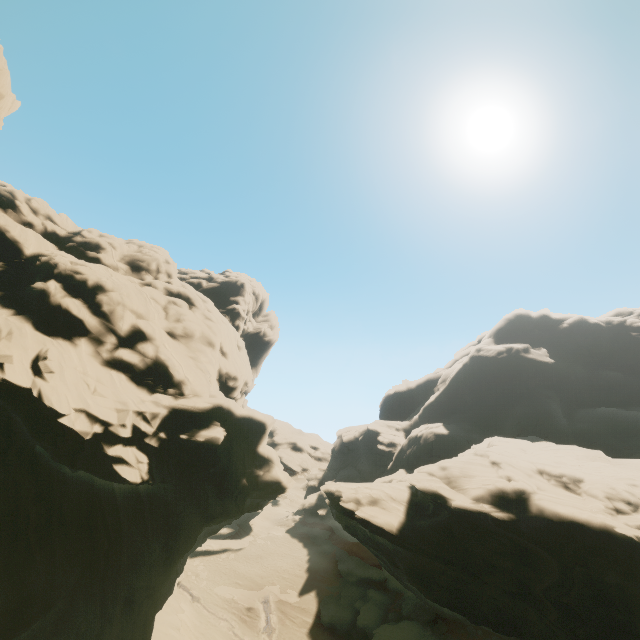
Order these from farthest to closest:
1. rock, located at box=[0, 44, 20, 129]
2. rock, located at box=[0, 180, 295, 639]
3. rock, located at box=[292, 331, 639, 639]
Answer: rock, located at box=[292, 331, 639, 639] → rock, located at box=[0, 44, 20, 129] → rock, located at box=[0, 180, 295, 639]

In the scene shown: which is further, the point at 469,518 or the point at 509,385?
the point at 509,385

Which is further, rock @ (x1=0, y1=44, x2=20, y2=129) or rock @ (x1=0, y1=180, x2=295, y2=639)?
rock @ (x1=0, y1=44, x2=20, y2=129)

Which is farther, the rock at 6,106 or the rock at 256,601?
the rock at 256,601

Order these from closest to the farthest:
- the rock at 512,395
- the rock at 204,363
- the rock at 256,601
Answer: the rock at 204,363, the rock at 512,395, the rock at 256,601

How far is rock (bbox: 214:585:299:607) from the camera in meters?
37.9 m

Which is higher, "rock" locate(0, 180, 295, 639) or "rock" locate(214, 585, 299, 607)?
"rock" locate(0, 180, 295, 639)
